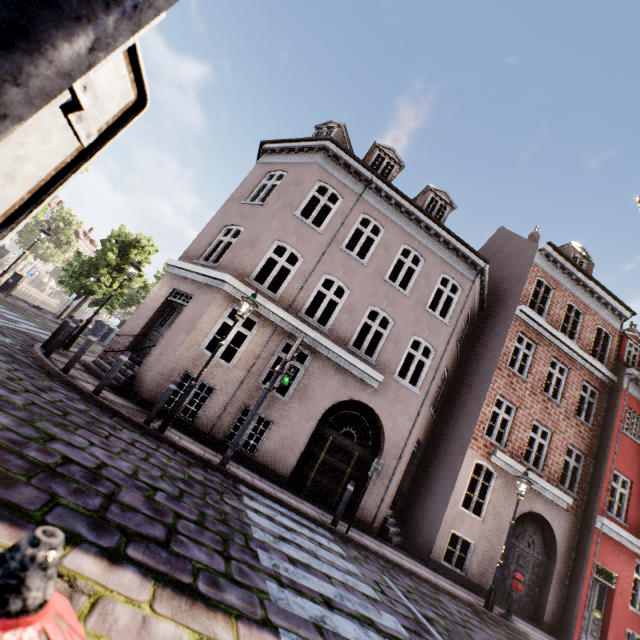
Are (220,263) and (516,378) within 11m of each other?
no

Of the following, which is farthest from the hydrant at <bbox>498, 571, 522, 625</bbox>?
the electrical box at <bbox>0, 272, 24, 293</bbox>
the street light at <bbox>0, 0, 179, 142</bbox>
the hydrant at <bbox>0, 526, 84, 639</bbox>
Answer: the electrical box at <bbox>0, 272, 24, 293</bbox>

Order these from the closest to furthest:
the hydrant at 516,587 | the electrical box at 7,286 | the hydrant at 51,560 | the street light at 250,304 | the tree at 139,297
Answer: the hydrant at 51,560 → the street light at 250,304 → the hydrant at 516,587 → the electrical box at 7,286 → the tree at 139,297

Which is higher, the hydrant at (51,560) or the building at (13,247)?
the building at (13,247)

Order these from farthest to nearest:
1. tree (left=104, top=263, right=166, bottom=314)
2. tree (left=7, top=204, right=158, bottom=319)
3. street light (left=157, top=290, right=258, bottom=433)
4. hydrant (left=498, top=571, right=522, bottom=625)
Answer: tree (left=104, top=263, right=166, bottom=314)
tree (left=7, top=204, right=158, bottom=319)
hydrant (left=498, top=571, right=522, bottom=625)
street light (left=157, top=290, right=258, bottom=433)

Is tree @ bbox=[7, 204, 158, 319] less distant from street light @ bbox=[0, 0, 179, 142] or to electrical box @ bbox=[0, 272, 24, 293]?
street light @ bbox=[0, 0, 179, 142]

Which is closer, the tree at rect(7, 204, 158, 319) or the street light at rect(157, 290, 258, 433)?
the street light at rect(157, 290, 258, 433)

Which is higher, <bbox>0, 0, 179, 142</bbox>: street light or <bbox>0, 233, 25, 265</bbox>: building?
<bbox>0, 233, 25, 265</bbox>: building
